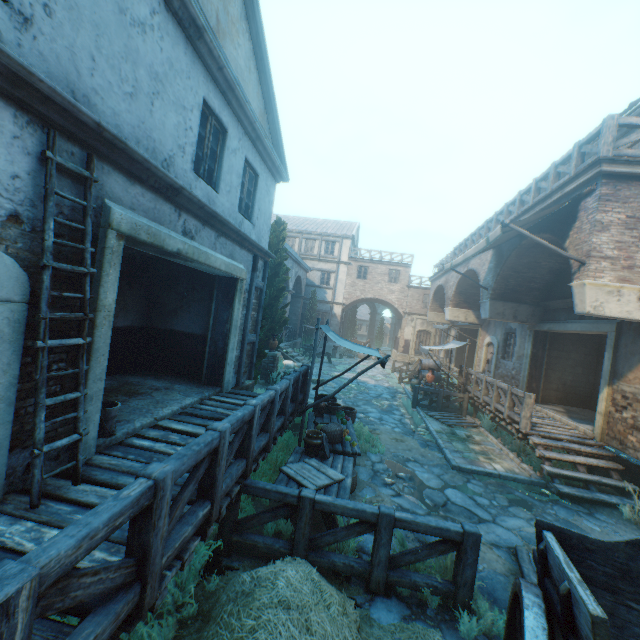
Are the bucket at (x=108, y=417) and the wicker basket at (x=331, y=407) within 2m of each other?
no

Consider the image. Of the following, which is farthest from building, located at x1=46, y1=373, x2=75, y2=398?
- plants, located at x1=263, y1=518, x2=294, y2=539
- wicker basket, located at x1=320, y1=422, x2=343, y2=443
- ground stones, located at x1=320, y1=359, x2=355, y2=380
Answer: wicker basket, located at x1=320, y1=422, x2=343, y2=443

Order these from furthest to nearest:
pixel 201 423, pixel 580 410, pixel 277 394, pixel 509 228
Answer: pixel 580 410 → pixel 509 228 → pixel 201 423 → pixel 277 394

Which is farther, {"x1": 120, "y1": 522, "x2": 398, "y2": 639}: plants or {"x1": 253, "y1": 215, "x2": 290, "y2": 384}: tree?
{"x1": 253, "y1": 215, "x2": 290, "y2": 384}: tree

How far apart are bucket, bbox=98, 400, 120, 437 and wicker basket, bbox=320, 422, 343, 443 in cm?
358

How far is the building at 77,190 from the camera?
3.3m

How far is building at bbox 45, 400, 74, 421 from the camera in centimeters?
358cm

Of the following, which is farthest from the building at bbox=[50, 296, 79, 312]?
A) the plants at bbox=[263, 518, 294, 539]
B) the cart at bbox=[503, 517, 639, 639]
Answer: the cart at bbox=[503, 517, 639, 639]
